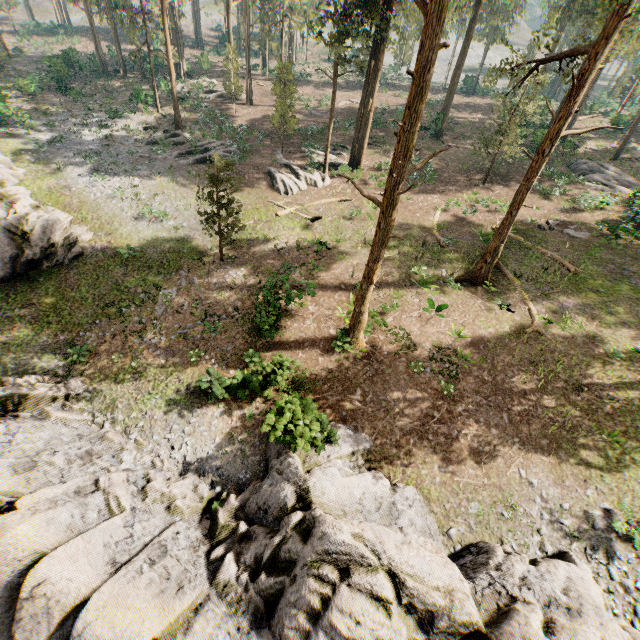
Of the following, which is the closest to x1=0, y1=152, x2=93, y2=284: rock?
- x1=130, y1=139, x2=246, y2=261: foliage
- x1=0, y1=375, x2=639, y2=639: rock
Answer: x1=0, y1=375, x2=639, y2=639: rock

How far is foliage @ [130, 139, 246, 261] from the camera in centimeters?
1720cm

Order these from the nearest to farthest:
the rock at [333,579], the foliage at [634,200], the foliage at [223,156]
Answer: the rock at [333,579] < the foliage at [223,156] < the foliage at [634,200]

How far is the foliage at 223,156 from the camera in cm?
1720

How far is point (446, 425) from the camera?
13.8 meters

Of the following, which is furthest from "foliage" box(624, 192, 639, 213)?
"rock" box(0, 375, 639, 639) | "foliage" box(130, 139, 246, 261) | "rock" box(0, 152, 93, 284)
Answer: "rock" box(0, 152, 93, 284)

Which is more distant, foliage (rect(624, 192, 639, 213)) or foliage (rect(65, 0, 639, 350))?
foliage (rect(624, 192, 639, 213))
